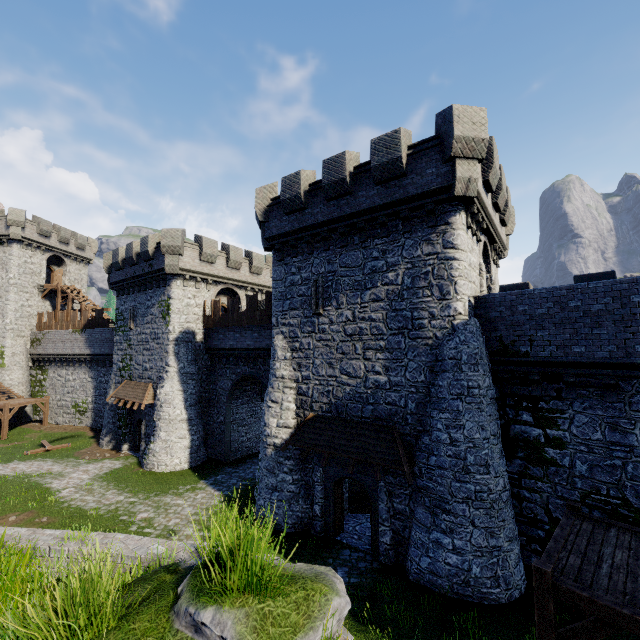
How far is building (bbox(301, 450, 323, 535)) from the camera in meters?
14.5

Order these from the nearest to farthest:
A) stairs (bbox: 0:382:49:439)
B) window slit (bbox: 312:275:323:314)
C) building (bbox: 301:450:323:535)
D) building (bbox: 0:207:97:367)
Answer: building (bbox: 301:450:323:535) → window slit (bbox: 312:275:323:314) → stairs (bbox: 0:382:49:439) → building (bbox: 0:207:97:367)

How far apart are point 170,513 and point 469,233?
19.5 meters

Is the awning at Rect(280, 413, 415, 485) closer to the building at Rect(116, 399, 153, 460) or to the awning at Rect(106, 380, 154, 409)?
the building at Rect(116, 399, 153, 460)

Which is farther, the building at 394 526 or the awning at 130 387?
the awning at 130 387

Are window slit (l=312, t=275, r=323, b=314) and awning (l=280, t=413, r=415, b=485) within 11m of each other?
yes

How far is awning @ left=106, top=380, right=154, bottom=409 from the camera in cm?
2353

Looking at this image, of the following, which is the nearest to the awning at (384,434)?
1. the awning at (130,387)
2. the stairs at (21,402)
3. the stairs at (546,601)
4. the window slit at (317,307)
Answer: the stairs at (546,601)
